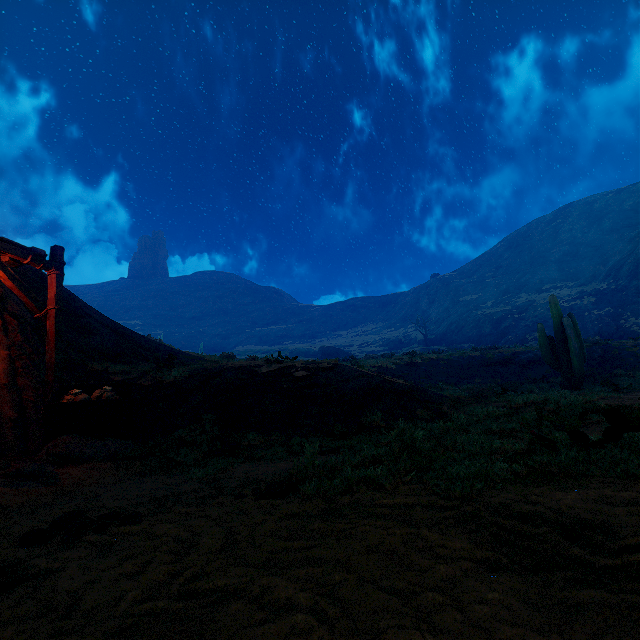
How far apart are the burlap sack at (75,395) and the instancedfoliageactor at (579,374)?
15.38m

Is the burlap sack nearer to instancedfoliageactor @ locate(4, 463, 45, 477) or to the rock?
the rock

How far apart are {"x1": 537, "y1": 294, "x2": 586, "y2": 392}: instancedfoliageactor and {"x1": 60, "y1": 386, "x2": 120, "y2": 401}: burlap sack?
15.38m

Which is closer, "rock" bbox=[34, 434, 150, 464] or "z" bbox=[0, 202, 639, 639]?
"z" bbox=[0, 202, 639, 639]

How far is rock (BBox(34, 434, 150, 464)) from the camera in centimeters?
582cm

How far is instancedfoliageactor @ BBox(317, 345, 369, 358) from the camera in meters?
53.8

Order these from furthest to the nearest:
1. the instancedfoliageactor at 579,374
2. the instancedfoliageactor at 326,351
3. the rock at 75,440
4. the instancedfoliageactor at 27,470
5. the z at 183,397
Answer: the instancedfoliageactor at 326,351
the instancedfoliageactor at 579,374
the rock at 75,440
the instancedfoliageactor at 27,470
the z at 183,397

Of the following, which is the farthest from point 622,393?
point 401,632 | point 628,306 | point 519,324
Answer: point 519,324
